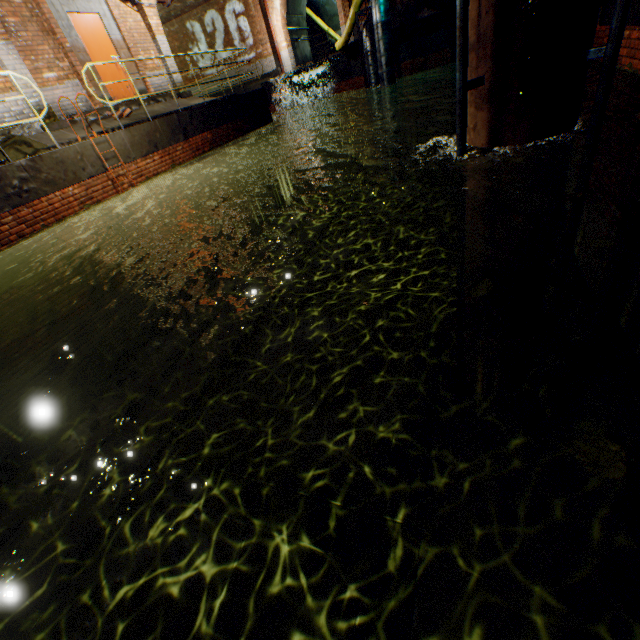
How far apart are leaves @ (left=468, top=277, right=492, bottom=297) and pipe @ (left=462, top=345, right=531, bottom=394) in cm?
366

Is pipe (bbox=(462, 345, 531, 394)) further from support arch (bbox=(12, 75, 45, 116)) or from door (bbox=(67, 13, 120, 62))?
door (bbox=(67, 13, 120, 62))

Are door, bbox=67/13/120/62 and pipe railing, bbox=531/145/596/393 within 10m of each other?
no

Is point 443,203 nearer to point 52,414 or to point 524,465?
point 524,465

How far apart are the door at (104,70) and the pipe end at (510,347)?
11.7m

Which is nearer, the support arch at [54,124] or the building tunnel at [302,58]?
the support arch at [54,124]

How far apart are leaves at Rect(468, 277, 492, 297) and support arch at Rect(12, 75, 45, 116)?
10.5 meters

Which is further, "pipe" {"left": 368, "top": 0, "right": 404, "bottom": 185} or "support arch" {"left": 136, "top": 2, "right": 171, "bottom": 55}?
A: "pipe" {"left": 368, "top": 0, "right": 404, "bottom": 185}
